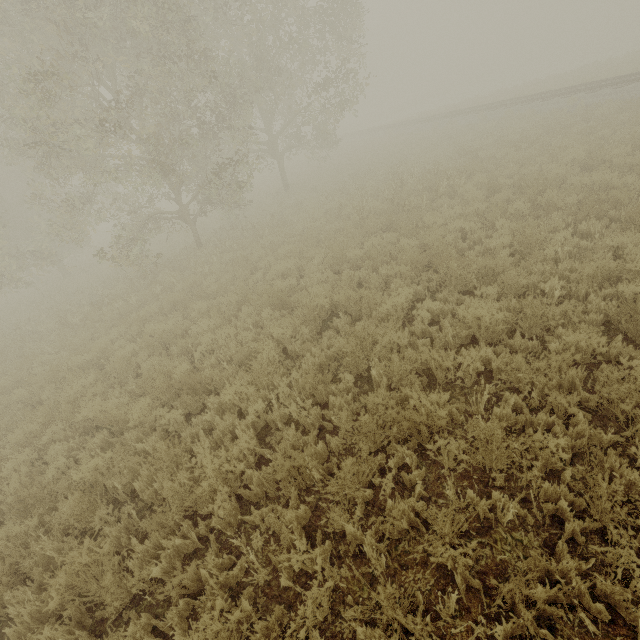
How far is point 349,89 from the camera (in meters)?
16.56
